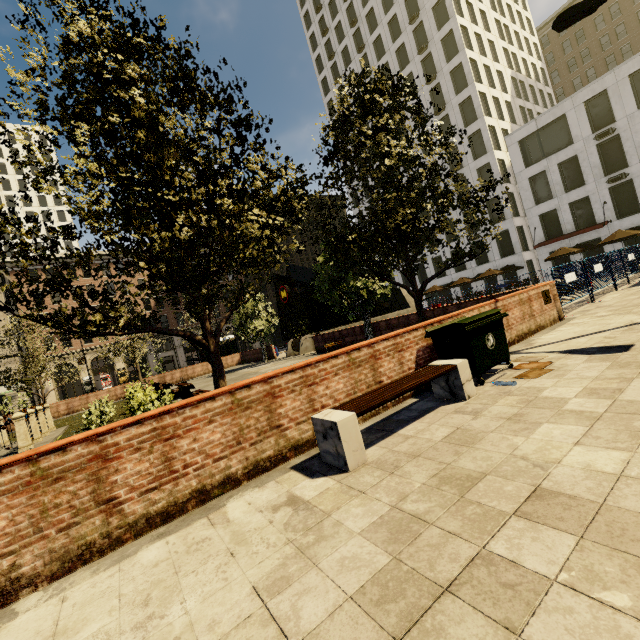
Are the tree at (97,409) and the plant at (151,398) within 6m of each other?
yes

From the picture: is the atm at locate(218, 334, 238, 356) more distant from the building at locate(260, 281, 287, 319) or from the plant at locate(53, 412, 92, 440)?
the building at locate(260, 281, 287, 319)

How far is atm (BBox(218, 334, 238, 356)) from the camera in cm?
3362

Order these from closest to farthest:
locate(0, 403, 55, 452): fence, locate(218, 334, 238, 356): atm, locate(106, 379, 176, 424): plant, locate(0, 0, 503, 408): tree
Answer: locate(0, 0, 503, 408): tree, locate(106, 379, 176, 424): plant, locate(0, 403, 55, 452): fence, locate(218, 334, 238, 356): atm

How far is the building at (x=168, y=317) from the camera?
48.2m

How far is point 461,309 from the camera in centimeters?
1240cm

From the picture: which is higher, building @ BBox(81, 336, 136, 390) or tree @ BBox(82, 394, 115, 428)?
building @ BBox(81, 336, 136, 390)

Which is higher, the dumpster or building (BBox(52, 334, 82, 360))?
building (BBox(52, 334, 82, 360))
